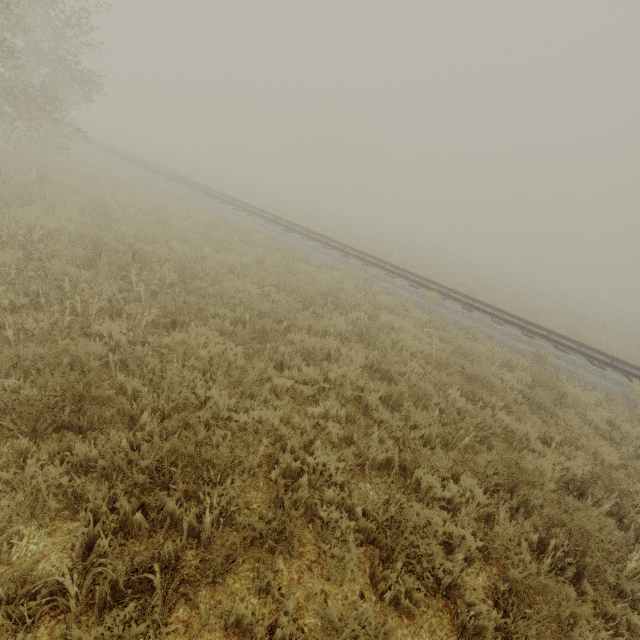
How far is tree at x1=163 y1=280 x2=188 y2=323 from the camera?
5.6 meters

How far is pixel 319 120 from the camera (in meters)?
59.97

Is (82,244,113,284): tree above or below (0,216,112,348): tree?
above

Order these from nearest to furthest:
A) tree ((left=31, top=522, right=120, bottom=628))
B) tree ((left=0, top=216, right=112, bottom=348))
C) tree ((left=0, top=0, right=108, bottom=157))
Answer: tree ((left=31, top=522, right=120, bottom=628))
tree ((left=0, top=216, right=112, bottom=348))
tree ((left=0, top=0, right=108, bottom=157))

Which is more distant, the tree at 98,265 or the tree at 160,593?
the tree at 98,265

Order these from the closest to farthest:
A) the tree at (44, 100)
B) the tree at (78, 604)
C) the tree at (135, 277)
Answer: the tree at (78, 604) → the tree at (135, 277) → the tree at (44, 100)

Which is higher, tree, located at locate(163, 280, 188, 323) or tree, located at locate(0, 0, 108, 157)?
tree, located at locate(0, 0, 108, 157)
